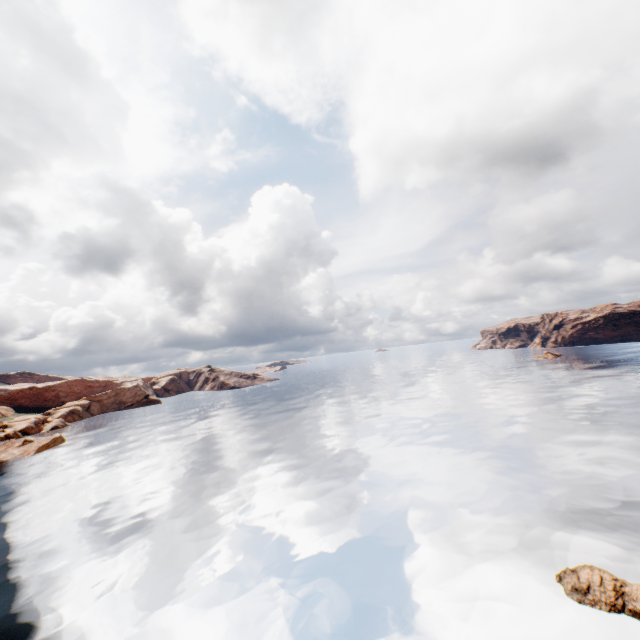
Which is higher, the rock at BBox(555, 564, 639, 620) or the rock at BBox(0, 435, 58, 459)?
the rock at BBox(0, 435, 58, 459)

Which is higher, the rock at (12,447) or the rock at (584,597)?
the rock at (12,447)

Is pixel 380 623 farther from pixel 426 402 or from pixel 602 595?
pixel 426 402

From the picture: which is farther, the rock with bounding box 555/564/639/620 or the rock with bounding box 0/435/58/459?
the rock with bounding box 0/435/58/459

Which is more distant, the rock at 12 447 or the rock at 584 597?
the rock at 12 447
